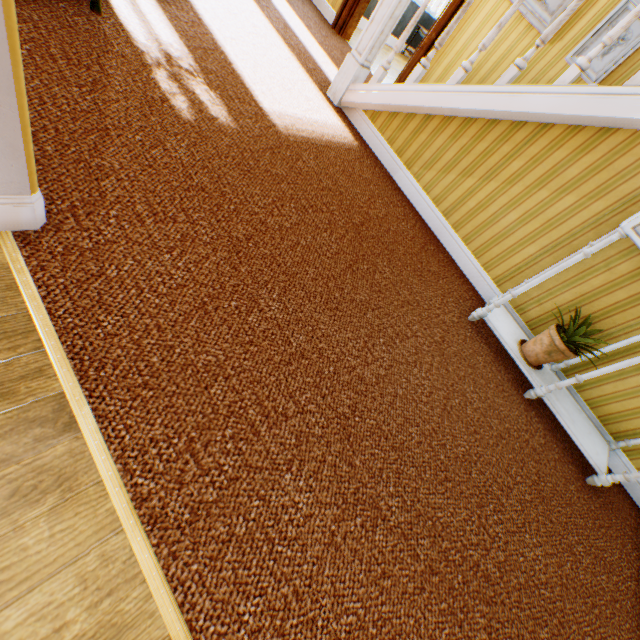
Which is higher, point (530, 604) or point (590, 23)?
point (590, 23)

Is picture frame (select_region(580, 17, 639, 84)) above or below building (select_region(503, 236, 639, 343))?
above

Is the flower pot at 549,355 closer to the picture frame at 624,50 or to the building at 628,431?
the building at 628,431

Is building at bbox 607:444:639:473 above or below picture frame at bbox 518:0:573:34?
below

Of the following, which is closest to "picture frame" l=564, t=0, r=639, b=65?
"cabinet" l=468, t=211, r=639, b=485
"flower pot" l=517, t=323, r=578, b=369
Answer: "cabinet" l=468, t=211, r=639, b=485

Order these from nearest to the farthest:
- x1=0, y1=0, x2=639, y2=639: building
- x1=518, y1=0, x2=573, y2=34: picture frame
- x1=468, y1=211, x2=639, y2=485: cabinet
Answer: x1=0, y1=0, x2=639, y2=639: building
x1=468, y1=211, x2=639, y2=485: cabinet
x1=518, y1=0, x2=573, y2=34: picture frame

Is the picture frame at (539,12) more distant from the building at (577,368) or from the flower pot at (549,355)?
the flower pot at (549,355)

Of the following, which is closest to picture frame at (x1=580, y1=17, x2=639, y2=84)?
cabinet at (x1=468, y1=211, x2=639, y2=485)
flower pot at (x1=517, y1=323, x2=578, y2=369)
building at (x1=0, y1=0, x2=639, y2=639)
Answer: building at (x1=0, y1=0, x2=639, y2=639)
